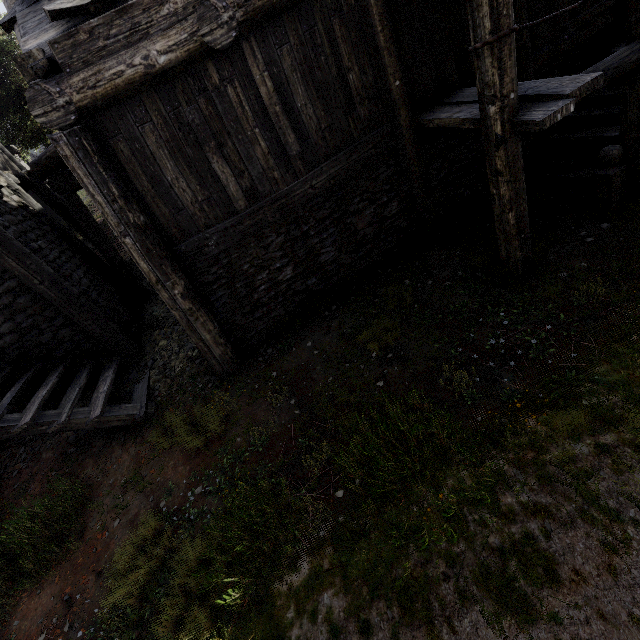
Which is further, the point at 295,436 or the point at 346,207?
the point at 346,207
